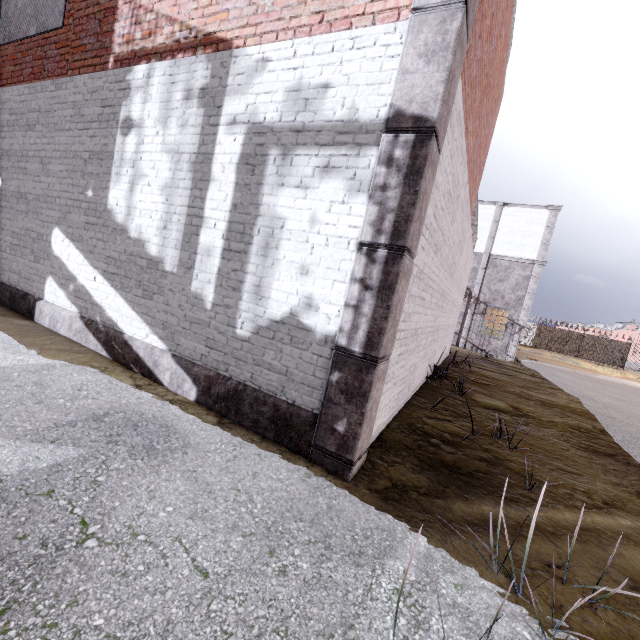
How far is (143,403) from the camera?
3.5 meters

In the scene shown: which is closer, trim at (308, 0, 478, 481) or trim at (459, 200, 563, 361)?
trim at (308, 0, 478, 481)

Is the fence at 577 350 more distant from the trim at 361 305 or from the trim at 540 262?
the trim at 361 305

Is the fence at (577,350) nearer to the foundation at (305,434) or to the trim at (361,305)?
the foundation at (305,434)

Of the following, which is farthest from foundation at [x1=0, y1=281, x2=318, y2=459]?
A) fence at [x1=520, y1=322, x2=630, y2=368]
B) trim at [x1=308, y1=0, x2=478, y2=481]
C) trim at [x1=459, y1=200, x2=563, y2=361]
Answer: trim at [x1=459, y1=200, x2=563, y2=361]

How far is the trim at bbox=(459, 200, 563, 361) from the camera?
18.98m

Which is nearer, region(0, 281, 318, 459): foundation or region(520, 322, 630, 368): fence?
Result: region(0, 281, 318, 459): foundation

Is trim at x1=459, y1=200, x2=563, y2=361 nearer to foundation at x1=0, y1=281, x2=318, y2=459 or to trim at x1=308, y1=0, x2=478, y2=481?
foundation at x1=0, y1=281, x2=318, y2=459
